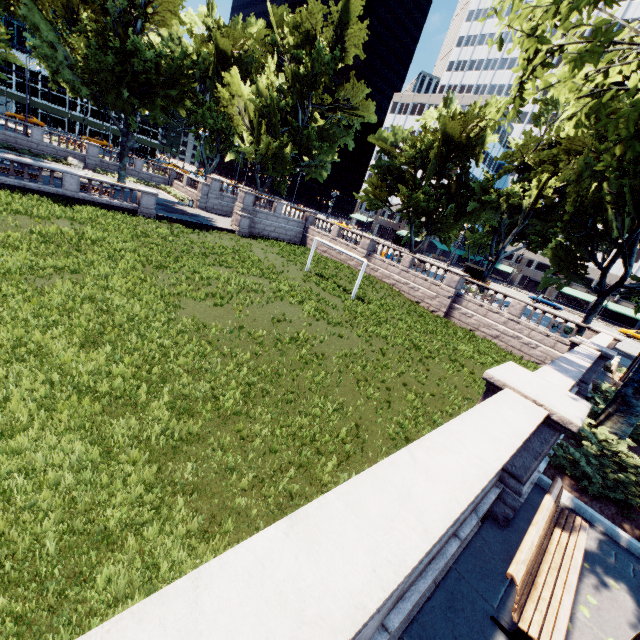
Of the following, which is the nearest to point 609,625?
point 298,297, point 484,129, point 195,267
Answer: point 298,297

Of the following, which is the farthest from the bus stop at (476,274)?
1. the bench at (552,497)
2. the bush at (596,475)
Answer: the bench at (552,497)

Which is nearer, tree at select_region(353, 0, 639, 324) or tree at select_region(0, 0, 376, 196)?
tree at select_region(353, 0, 639, 324)

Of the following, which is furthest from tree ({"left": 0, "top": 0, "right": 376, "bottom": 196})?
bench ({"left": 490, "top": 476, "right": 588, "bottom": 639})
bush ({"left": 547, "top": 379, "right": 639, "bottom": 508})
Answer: bench ({"left": 490, "top": 476, "right": 588, "bottom": 639})

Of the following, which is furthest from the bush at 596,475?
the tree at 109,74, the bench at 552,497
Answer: the bench at 552,497

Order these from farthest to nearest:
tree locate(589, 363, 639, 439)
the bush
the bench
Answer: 1. tree locate(589, 363, 639, 439)
2. the bush
3. the bench

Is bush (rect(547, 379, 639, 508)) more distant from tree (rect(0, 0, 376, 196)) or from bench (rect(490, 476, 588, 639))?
bench (rect(490, 476, 588, 639))
